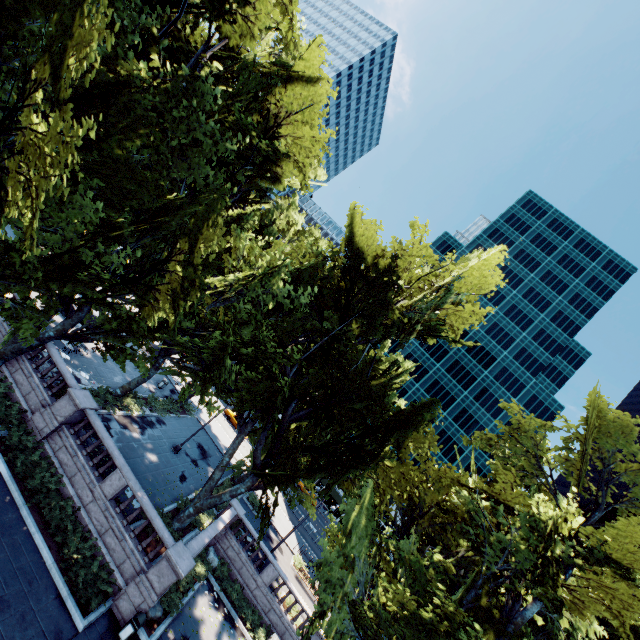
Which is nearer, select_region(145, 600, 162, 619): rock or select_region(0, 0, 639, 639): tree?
select_region(0, 0, 639, 639): tree

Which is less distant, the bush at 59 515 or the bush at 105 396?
the bush at 59 515

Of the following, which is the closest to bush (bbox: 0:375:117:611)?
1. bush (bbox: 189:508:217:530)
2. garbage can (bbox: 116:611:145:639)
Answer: garbage can (bbox: 116:611:145:639)

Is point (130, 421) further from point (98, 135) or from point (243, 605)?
point (98, 135)

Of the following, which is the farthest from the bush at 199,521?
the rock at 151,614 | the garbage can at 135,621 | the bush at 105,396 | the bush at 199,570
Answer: the bush at 105,396

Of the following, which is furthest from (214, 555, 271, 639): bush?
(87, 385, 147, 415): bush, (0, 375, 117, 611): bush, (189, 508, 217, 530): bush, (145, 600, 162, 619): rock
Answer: (87, 385, 147, 415): bush

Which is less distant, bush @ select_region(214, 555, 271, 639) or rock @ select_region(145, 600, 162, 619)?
rock @ select_region(145, 600, 162, 619)

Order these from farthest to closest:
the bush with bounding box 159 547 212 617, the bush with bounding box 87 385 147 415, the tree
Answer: the bush with bounding box 87 385 147 415 < the bush with bounding box 159 547 212 617 < the tree
